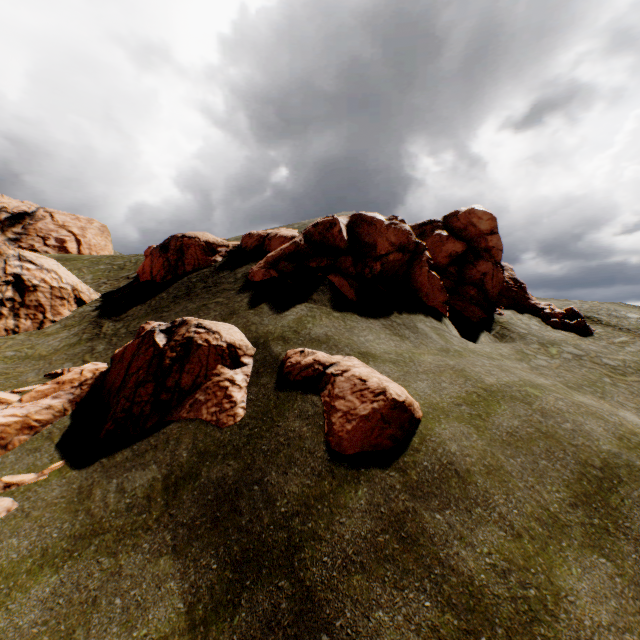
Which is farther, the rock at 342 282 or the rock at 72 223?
the rock at 72 223

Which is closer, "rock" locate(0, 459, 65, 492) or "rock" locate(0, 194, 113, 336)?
"rock" locate(0, 459, 65, 492)

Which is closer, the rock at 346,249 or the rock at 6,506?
the rock at 6,506

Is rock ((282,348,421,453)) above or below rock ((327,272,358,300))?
below

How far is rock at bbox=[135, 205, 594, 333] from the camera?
17.78m

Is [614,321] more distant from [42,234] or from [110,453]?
[42,234]

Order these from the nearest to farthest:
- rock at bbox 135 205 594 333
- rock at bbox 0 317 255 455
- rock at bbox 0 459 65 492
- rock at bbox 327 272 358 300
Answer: rock at bbox 0 459 65 492
rock at bbox 0 317 255 455
rock at bbox 327 272 358 300
rock at bbox 135 205 594 333
